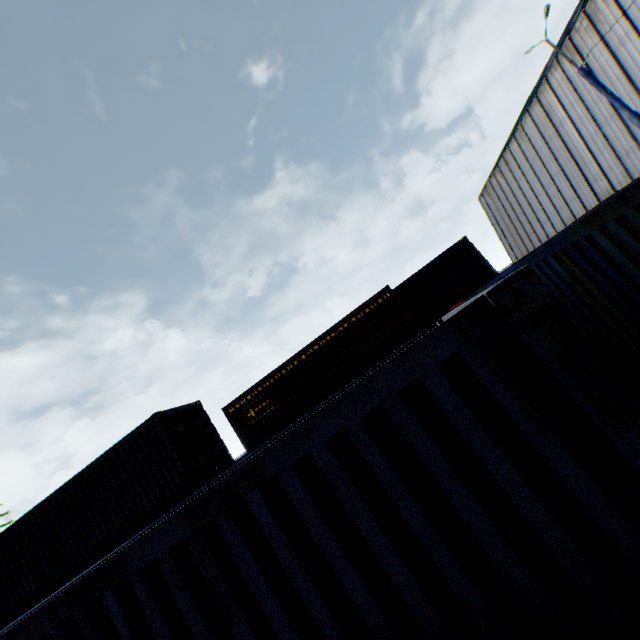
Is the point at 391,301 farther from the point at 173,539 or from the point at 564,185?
the point at 564,185

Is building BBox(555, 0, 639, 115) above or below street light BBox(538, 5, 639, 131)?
above

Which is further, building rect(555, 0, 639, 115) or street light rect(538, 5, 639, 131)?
building rect(555, 0, 639, 115)

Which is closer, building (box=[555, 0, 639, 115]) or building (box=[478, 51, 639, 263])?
building (box=[555, 0, 639, 115])

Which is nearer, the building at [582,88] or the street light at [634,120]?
the street light at [634,120]

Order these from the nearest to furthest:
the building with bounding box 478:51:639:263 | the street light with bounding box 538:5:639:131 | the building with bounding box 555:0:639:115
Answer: the street light with bounding box 538:5:639:131, the building with bounding box 555:0:639:115, the building with bounding box 478:51:639:263
